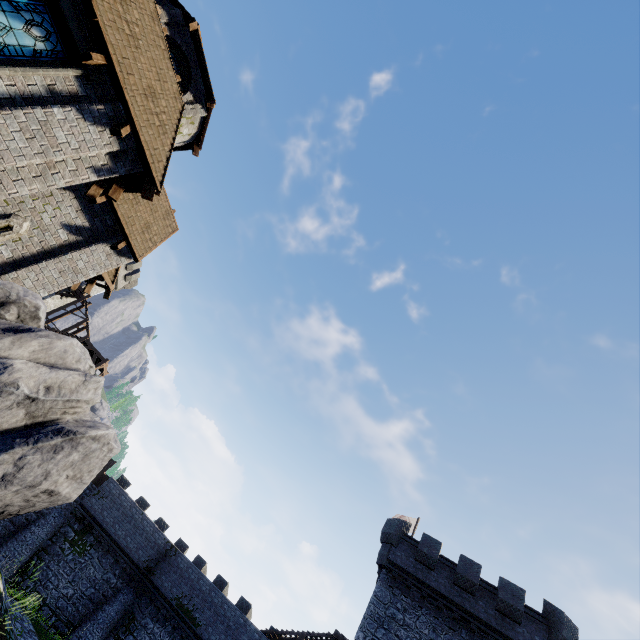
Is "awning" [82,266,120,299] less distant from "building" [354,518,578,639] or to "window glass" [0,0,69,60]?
"window glass" [0,0,69,60]

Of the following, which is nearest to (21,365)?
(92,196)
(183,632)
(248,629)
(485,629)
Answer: (92,196)

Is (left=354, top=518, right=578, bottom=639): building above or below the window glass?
above

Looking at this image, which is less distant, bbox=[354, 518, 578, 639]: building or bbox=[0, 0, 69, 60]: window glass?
bbox=[0, 0, 69, 60]: window glass

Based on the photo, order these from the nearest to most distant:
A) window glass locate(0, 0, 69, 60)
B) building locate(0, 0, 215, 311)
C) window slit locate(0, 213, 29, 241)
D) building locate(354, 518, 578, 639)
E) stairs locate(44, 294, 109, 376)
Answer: window glass locate(0, 0, 69, 60)
building locate(0, 0, 215, 311)
window slit locate(0, 213, 29, 241)
building locate(354, 518, 578, 639)
stairs locate(44, 294, 109, 376)

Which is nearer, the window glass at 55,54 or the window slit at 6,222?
the window glass at 55,54

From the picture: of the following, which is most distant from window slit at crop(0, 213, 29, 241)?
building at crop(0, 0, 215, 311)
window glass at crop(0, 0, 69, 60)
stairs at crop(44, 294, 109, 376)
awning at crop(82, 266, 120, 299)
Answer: stairs at crop(44, 294, 109, 376)

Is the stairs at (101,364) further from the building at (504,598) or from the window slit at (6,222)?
the building at (504,598)
